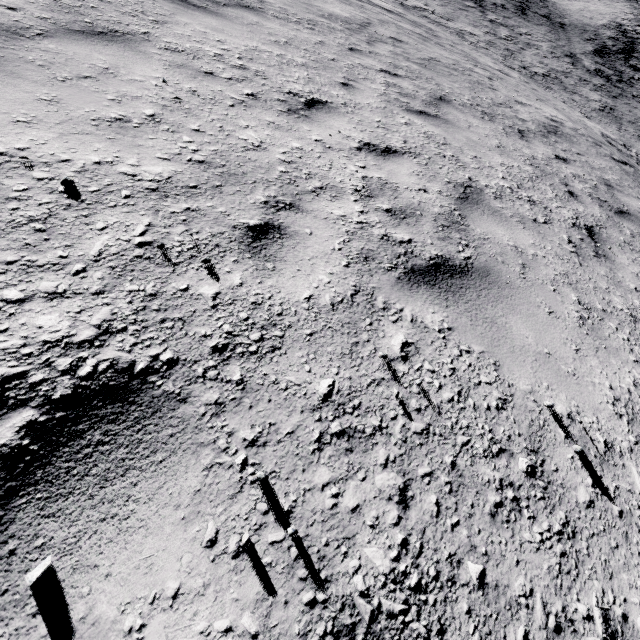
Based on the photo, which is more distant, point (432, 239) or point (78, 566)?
point (432, 239)
